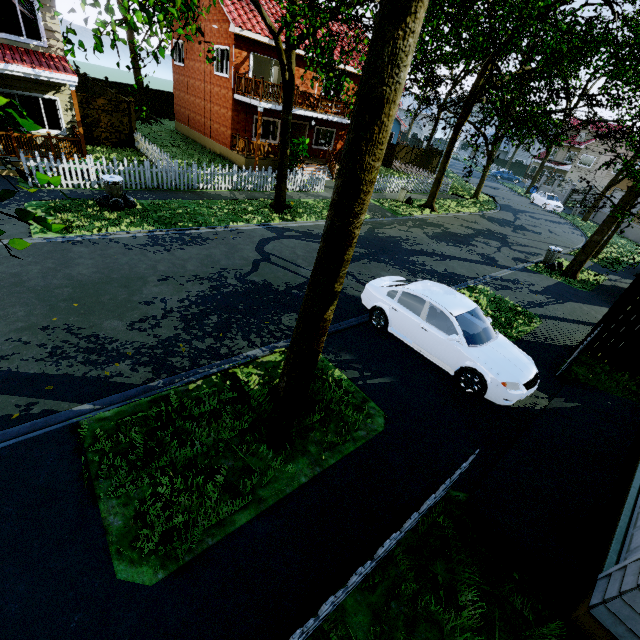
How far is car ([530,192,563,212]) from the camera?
32.56m

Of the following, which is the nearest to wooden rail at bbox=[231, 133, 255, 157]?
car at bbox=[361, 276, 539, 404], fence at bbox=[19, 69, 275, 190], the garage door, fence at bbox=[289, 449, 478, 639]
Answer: fence at bbox=[19, 69, 275, 190]

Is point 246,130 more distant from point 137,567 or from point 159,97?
point 137,567

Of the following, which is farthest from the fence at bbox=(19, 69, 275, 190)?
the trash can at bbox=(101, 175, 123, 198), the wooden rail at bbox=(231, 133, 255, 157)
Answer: the wooden rail at bbox=(231, 133, 255, 157)

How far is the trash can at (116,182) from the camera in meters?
11.3

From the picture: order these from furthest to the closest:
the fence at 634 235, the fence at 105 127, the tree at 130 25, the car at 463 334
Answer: the fence at 634 235 < the fence at 105 127 < the car at 463 334 < the tree at 130 25

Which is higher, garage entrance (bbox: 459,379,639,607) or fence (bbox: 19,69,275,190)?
fence (bbox: 19,69,275,190)

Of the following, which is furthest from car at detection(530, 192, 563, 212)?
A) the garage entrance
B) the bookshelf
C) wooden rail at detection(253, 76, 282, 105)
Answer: the bookshelf
